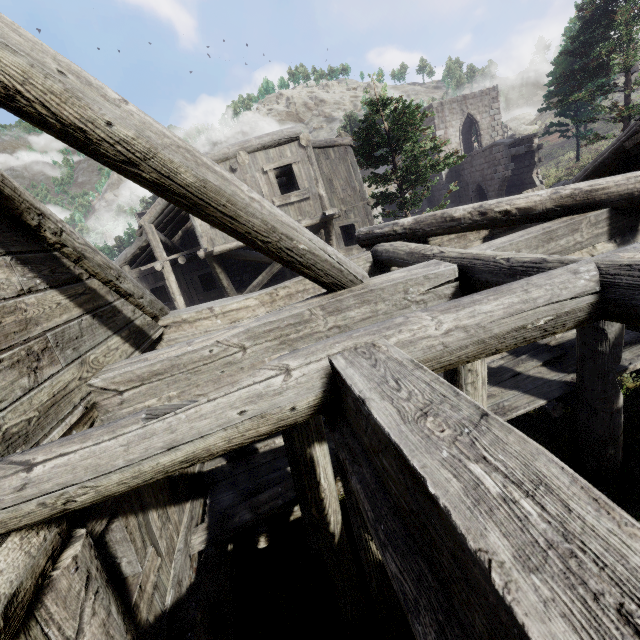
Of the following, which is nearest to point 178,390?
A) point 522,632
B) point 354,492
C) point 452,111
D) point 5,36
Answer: point 354,492
